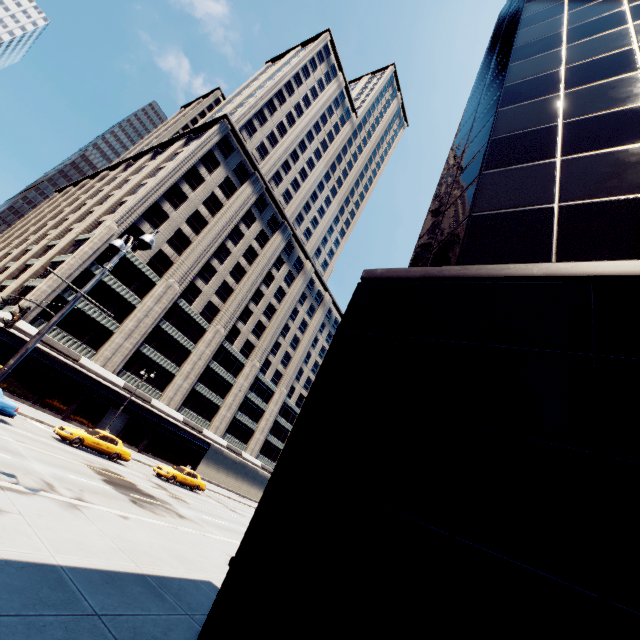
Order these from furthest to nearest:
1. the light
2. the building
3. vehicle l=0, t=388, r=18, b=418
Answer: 1. the building
2. vehicle l=0, t=388, r=18, b=418
3. the light

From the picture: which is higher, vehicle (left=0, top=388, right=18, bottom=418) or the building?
the building

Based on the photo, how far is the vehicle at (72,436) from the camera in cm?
2072

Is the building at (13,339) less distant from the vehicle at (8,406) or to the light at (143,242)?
the vehicle at (8,406)

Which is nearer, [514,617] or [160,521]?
[514,617]

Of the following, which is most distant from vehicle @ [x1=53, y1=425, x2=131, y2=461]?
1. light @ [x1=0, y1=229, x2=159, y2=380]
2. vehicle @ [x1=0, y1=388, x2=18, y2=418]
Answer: light @ [x1=0, y1=229, x2=159, y2=380]

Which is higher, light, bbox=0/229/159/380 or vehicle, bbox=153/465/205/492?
light, bbox=0/229/159/380

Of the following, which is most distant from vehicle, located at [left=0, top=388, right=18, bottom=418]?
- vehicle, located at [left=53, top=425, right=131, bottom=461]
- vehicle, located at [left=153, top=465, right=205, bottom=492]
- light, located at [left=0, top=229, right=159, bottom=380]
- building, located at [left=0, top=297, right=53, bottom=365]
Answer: building, located at [left=0, top=297, right=53, bottom=365]
